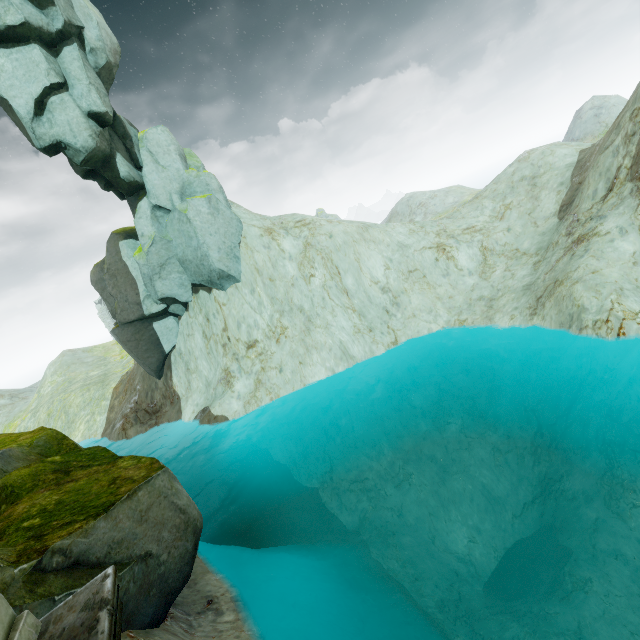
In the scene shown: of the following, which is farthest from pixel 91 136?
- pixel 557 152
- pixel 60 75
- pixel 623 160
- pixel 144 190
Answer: pixel 557 152

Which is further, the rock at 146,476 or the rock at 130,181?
the rock at 130,181

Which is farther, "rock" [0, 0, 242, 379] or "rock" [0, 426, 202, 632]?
"rock" [0, 0, 242, 379]

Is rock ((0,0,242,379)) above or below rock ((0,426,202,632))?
above

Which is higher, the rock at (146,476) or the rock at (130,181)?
the rock at (130,181)
